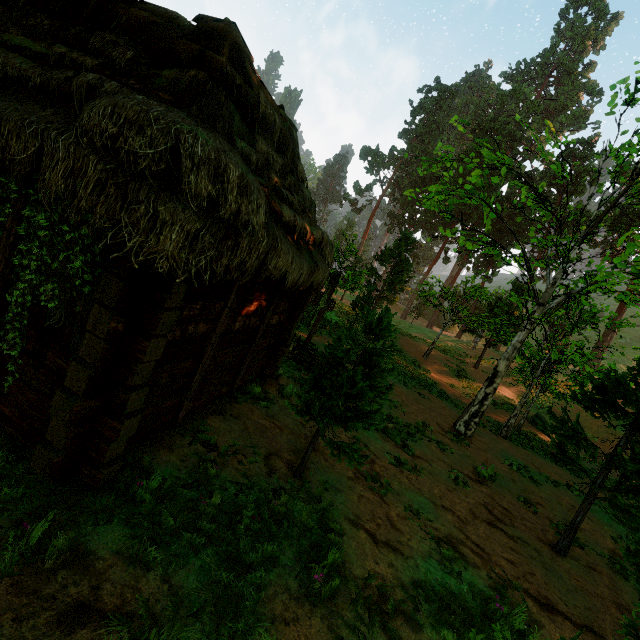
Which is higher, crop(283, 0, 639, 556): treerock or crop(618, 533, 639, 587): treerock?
crop(283, 0, 639, 556): treerock

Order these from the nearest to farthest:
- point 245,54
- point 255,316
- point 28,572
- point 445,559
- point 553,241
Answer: point 28,572, point 245,54, point 445,559, point 255,316, point 553,241

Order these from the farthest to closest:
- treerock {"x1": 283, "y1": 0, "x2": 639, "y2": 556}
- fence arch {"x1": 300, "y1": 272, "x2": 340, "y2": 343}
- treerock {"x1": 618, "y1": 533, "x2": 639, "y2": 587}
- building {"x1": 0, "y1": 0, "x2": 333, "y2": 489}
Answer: fence arch {"x1": 300, "y1": 272, "x2": 340, "y2": 343}
treerock {"x1": 283, "y1": 0, "x2": 639, "y2": 556}
treerock {"x1": 618, "y1": 533, "x2": 639, "y2": 587}
building {"x1": 0, "y1": 0, "x2": 333, "y2": 489}

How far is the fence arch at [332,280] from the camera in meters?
14.3 m

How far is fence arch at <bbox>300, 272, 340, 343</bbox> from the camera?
14.26m

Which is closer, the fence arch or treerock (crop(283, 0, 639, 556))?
treerock (crop(283, 0, 639, 556))

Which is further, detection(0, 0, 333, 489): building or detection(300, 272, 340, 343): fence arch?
detection(300, 272, 340, 343): fence arch

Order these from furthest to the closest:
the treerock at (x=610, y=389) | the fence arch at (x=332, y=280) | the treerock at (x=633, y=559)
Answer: the fence arch at (x=332, y=280) < the treerock at (x=610, y=389) < the treerock at (x=633, y=559)
